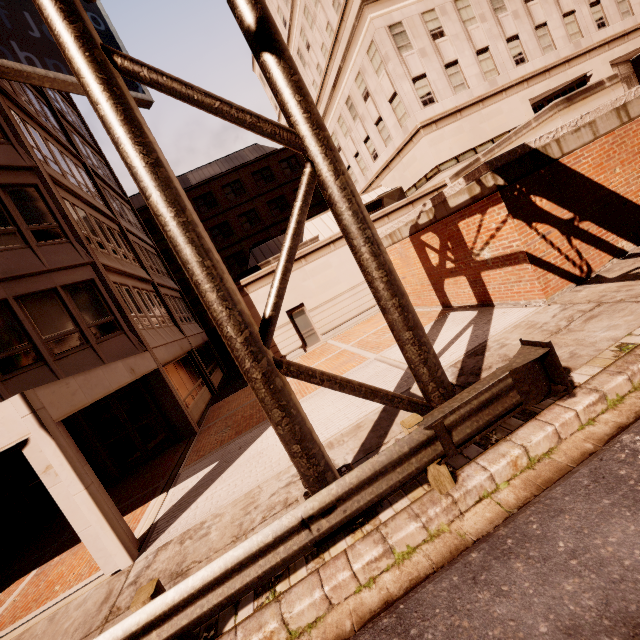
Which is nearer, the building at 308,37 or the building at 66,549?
the building at 66,549

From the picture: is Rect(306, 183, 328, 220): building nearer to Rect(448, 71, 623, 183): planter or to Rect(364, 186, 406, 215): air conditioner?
Rect(364, 186, 406, 215): air conditioner

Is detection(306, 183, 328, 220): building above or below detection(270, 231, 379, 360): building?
above

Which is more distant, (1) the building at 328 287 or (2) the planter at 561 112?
(1) the building at 328 287

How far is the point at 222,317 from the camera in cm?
419

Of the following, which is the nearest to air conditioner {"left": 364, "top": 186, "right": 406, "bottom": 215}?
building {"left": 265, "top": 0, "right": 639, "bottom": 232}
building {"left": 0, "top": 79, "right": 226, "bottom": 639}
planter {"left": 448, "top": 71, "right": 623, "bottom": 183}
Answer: building {"left": 265, "top": 0, "right": 639, "bottom": 232}

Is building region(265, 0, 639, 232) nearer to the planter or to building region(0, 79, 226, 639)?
building region(0, 79, 226, 639)
